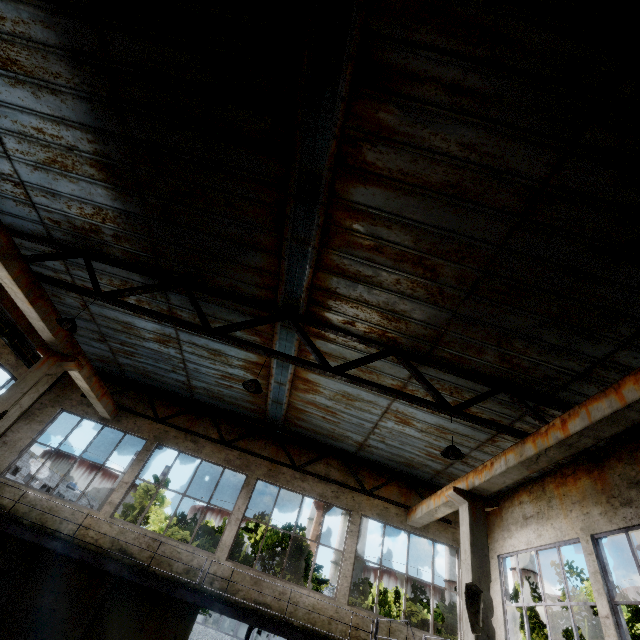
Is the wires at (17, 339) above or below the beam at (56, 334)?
above

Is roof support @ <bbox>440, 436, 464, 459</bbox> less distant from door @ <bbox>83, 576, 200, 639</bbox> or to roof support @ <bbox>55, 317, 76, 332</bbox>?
roof support @ <bbox>55, 317, 76, 332</bbox>

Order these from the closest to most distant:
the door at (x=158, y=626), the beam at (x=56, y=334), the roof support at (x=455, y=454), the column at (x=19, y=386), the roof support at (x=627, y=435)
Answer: the roof support at (x=455, y=454) < the beam at (x=56, y=334) < the roof support at (x=627, y=435) < the column at (x=19, y=386) < the door at (x=158, y=626)

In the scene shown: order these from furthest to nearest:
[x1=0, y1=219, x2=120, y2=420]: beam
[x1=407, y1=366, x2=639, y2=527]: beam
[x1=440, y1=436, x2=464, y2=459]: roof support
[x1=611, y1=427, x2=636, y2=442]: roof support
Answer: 1. [x1=611, y1=427, x2=636, y2=442]: roof support
2. [x1=0, y1=219, x2=120, y2=420]: beam
3. [x1=440, y1=436, x2=464, y2=459]: roof support
4. [x1=407, y1=366, x2=639, y2=527]: beam

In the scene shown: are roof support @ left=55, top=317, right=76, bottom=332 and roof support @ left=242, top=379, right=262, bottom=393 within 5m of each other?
yes

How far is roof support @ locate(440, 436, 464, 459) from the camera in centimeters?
649cm

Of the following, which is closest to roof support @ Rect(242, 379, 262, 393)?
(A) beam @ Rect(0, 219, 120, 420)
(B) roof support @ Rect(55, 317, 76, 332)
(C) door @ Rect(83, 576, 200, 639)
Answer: (B) roof support @ Rect(55, 317, 76, 332)

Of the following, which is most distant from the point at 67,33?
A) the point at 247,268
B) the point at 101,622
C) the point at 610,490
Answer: the point at 610,490
